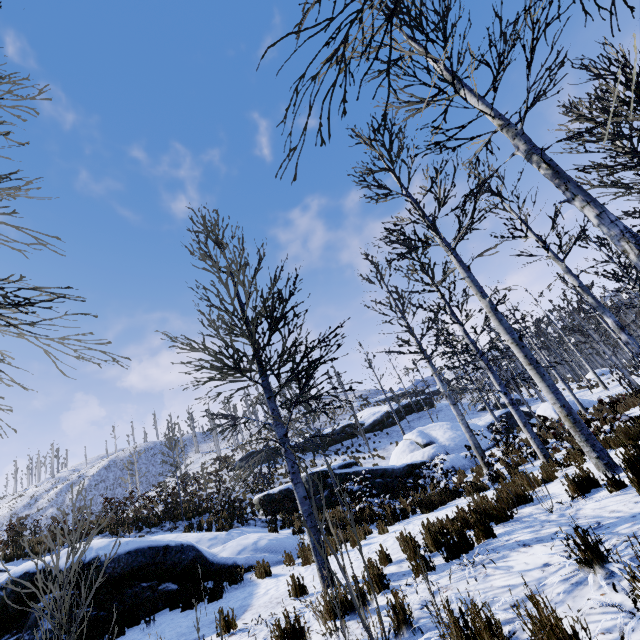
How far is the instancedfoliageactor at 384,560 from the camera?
5.5m

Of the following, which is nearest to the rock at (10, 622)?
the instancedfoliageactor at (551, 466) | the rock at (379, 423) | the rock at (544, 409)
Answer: the rock at (544, 409)

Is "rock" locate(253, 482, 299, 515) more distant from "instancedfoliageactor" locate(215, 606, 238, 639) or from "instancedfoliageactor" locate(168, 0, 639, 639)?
"instancedfoliageactor" locate(215, 606, 238, 639)

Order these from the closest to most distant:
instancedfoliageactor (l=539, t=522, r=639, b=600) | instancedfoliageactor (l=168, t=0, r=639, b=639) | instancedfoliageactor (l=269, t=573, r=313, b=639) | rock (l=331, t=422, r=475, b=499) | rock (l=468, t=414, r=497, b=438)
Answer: instancedfoliageactor (l=539, t=522, r=639, b=600)
instancedfoliageactor (l=168, t=0, r=639, b=639)
instancedfoliageactor (l=269, t=573, r=313, b=639)
rock (l=331, t=422, r=475, b=499)
rock (l=468, t=414, r=497, b=438)

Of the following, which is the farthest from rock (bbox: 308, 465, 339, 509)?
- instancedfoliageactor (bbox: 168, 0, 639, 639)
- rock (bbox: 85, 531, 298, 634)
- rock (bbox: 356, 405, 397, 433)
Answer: rock (bbox: 356, 405, 397, 433)

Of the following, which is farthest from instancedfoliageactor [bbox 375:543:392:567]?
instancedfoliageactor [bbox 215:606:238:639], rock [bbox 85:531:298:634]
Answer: rock [bbox 85:531:298:634]

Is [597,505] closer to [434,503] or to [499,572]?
[499,572]
